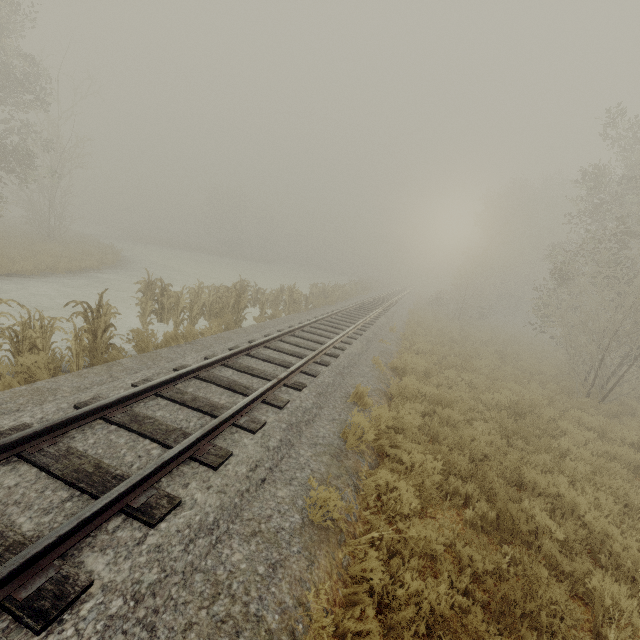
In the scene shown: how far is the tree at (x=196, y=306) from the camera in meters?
11.1

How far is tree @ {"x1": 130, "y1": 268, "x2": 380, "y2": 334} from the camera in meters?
11.1

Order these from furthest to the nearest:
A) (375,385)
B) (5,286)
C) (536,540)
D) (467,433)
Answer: (5,286), (375,385), (467,433), (536,540)

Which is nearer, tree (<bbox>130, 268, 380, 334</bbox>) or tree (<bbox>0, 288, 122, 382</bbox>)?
tree (<bbox>0, 288, 122, 382</bbox>)

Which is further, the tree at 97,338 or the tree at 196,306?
the tree at 196,306
